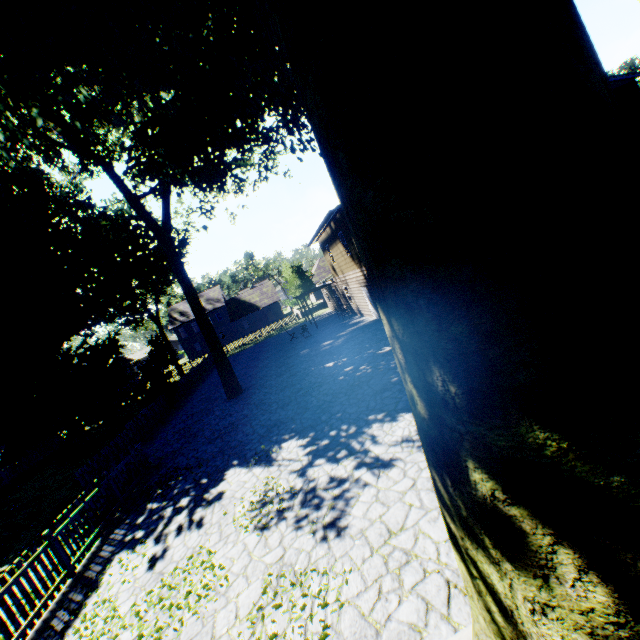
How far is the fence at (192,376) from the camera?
24.1m

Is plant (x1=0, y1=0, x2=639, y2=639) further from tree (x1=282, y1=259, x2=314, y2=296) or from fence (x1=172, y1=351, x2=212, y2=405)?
tree (x1=282, y1=259, x2=314, y2=296)

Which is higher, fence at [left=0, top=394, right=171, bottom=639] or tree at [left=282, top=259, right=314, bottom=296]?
tree at [left=282, top=259, right=314, bottom=296]

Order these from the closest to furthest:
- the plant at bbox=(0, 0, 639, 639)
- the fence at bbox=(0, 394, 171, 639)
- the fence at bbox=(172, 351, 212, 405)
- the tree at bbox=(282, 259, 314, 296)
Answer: the plant at bbox=(0, 0, 639, 639), the fence at bbox=(0, 394, 171, 639), the fence at bbox=(172, 351, 212, 405), the tree at bbox=(282, 259, 314, 296)

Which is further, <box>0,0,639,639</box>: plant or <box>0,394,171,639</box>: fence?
<box>0,394,171,639</box>: fence

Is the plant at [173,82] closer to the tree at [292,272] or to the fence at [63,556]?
the fence at [63,556]

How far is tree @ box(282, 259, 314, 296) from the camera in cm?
4338

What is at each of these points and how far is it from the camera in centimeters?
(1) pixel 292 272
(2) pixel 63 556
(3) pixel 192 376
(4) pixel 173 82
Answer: (1) tree, 4366cm
(2) fence, 728cm
(3) fence, 2820cm
(4) plant, 795cm
